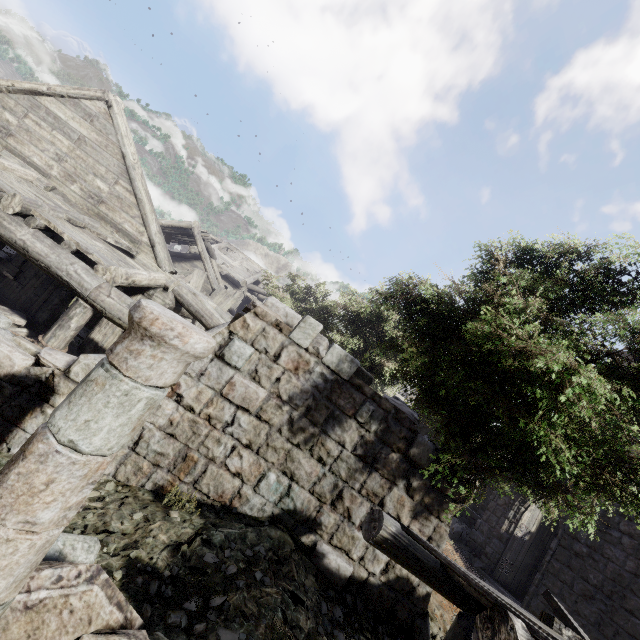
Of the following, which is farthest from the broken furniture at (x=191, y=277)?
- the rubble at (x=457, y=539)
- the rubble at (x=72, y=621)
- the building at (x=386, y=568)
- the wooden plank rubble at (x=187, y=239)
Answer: the rubble at (x=457, y=539)

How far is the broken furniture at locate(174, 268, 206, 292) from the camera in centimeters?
1405cm

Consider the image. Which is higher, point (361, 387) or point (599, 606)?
point (361, 387)

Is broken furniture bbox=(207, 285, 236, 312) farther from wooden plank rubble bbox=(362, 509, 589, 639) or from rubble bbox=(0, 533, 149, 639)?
wooden plank rubble bbox=(362, 509, 589, 639)

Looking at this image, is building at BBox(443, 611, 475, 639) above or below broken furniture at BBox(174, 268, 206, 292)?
below

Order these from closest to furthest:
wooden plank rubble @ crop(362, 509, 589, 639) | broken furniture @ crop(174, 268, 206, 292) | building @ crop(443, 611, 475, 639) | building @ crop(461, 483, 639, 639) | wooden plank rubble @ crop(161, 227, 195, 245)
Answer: wooden plank rubble @ crop(362, 509, 589, 639)
building @ crop(443, 611, 475, 639)
building @ crop(461, 483, 639, 639)
broken furniture @ crop(174, 268, 206, 292)
wooden plank rubble @ crop(161, 227, 195, 245)

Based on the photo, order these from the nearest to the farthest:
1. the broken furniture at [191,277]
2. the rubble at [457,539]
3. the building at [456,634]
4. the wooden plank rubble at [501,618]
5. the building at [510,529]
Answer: the wooden plank rubble at [501,618], the building at [456,634], the building at [510,529], the rubble at [457,539], the broken furniture at [191,277]

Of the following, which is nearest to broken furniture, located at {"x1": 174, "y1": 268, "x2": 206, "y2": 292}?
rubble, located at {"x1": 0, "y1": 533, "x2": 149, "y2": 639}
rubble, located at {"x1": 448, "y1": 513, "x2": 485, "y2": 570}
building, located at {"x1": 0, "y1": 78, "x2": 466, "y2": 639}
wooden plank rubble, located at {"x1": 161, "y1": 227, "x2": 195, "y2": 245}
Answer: building, located at {"x1": 0, "y1": 78, "x2": 466, "y2": 639}
